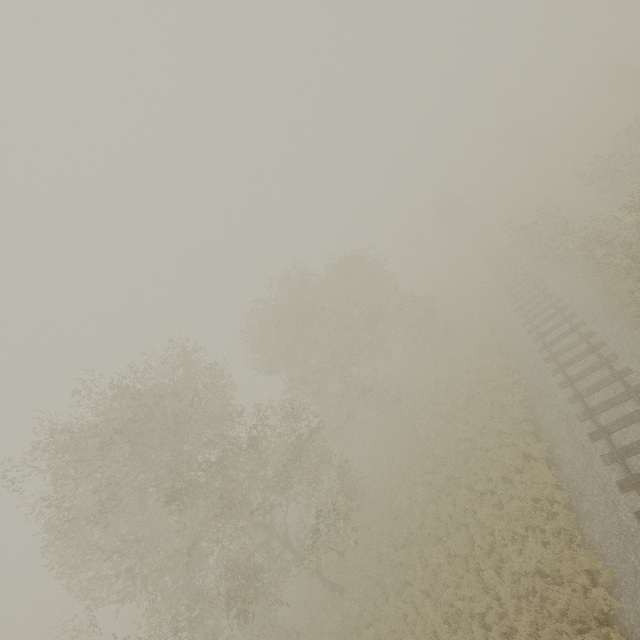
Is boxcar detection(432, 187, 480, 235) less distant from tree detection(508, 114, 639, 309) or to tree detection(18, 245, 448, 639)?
tree detection(508, 114, 639, 309)

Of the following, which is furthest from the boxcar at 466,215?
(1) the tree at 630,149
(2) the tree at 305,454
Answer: (2) the tree at 305,454

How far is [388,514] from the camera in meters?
18.6

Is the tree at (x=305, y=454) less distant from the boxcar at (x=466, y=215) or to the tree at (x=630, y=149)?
the tree at (x=630, y=149)

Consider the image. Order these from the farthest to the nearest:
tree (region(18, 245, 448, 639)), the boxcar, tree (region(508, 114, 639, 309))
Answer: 1. the boxcar
2. tree (region(508, 114, 639, 309))
3. tree (region(18, 245, 448, 639))

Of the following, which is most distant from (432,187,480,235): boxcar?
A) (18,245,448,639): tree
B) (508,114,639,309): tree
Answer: (18,245,448,639): tree
